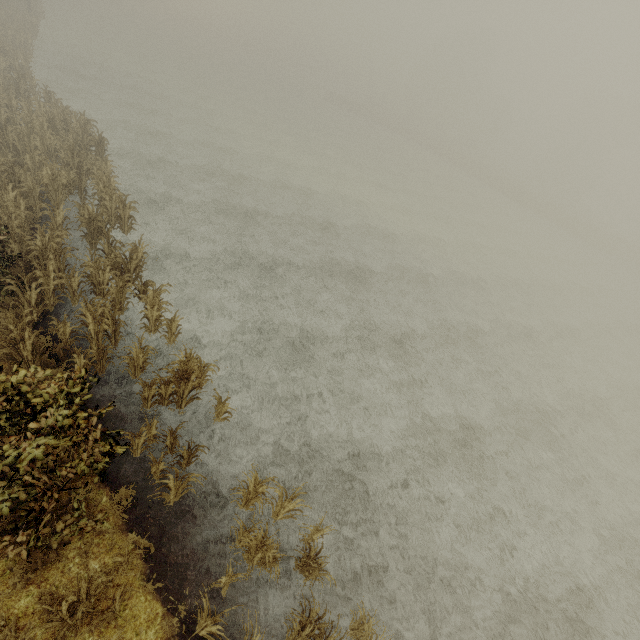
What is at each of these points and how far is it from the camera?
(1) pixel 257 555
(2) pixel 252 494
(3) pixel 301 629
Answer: (1) tree, 6.5m
(2) tree, 7.3m
(3) tree, 6.4m

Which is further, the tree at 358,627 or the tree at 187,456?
the tree at 187,456

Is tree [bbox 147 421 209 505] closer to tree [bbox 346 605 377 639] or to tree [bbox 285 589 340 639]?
tree [bbox 285 589 340 639]

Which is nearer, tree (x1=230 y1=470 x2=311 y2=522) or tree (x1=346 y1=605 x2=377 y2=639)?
tree (x1=346 y1=605 x2=377 y2=639)

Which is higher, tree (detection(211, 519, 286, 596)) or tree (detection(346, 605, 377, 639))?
tree (detection(211, 519, 286, 596))

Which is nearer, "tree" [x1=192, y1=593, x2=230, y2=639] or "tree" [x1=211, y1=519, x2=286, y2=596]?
"tree" [x1=192, y1=593, x2=230, y2=639]

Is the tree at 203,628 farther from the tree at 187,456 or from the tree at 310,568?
the tree at 187,456
